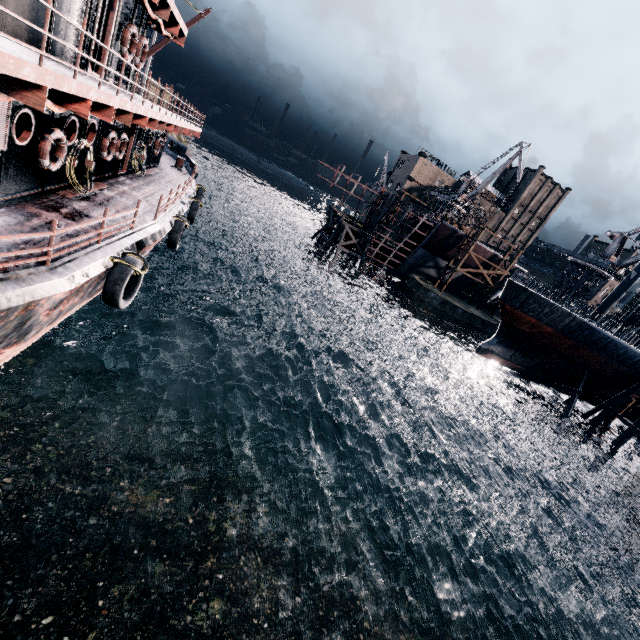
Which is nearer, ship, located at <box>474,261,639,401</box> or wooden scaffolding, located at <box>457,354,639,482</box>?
ship, located at <box>474,261,639,401</box>

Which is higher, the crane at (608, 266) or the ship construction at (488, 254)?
the crane at (608, 266)

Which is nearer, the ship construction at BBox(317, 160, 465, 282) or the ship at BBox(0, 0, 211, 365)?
the ship at BBox(0, 0, 211, 365)

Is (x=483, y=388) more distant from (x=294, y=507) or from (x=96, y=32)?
(x=96, y=32)

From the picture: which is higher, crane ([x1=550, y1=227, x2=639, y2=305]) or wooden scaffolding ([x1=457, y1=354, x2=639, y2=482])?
crane ([x1=550, y1=227, x2=639, y2=305])

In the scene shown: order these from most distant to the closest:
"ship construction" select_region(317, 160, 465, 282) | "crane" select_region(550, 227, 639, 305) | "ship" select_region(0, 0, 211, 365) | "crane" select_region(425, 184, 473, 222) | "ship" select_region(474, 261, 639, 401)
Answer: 1. "ship construction" select_region(317, 160, 465, 282)
2. "crane" select_region(550, 227, 639, 305)
3. "crane" select_region(425, 184, 473, 222)
4. "ship" select_region(474, 261, 639, 401)
5. "ship" select_region(0, 0, 211, 365)

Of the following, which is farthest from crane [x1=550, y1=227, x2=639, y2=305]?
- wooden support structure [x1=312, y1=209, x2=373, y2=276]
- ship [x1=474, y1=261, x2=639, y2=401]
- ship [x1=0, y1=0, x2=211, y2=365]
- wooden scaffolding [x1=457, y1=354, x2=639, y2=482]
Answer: ship [x1=0, y1=0, x2=211, y2=365]

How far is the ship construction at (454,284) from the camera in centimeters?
5578cm
